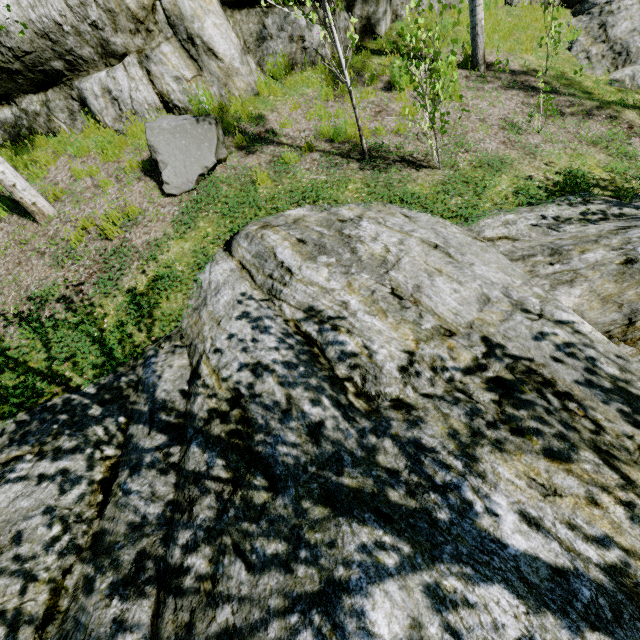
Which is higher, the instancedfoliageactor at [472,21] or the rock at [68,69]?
the rock at [68,69]

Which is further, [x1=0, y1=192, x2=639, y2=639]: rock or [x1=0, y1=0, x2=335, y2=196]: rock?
[x1=0, y1=0, x2=335, y2=196]: rock

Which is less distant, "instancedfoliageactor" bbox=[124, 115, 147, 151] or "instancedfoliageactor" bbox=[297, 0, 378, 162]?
"instancedfoliageactor" bbox=[297, 0, 378, 162]

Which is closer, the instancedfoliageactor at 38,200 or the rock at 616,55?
the instancedfoliageactor at 38,200

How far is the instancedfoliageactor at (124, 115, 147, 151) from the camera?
6.27m

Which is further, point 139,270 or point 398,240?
point 139,270

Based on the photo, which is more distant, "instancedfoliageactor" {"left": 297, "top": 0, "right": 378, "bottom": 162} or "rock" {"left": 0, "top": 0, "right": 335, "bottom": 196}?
"rock" {"left": 0, "top": 0, "right": 335, "bottom": 196}
